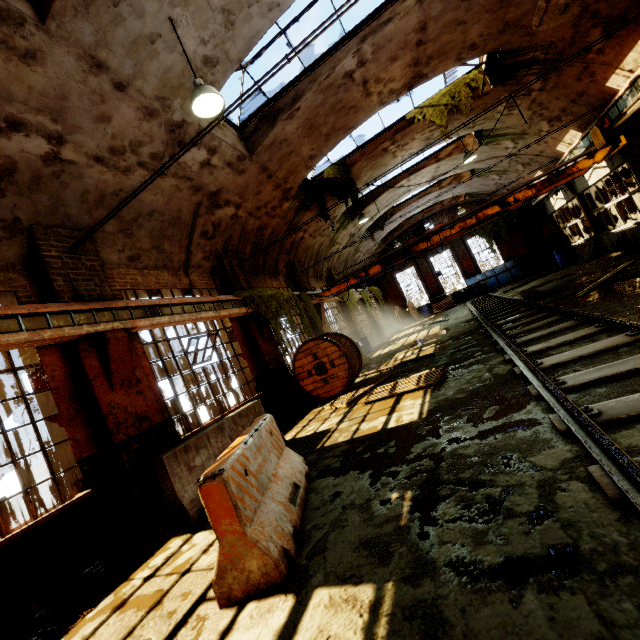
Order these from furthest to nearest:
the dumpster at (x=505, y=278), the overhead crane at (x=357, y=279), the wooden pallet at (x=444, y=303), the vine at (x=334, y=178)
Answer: the wooden pallet at (x=444, y=303) < the dumpster at (x=505, y=278) < the vine at (x=334, y=178) < the overhead crane at (x=357, y=279)

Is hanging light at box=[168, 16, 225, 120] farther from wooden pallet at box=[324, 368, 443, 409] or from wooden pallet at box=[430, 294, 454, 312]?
wooden pallet at box=[430, 294, 454, 312]

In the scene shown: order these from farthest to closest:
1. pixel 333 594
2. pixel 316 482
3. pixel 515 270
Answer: pixel 515 270
pixel 316 482
pixel 333 594

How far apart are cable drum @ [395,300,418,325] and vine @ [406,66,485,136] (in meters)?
16.77

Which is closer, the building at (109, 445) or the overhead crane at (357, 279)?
the building at (109, 445)

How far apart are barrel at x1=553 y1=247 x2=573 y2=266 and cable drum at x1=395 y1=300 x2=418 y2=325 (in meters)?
10.60

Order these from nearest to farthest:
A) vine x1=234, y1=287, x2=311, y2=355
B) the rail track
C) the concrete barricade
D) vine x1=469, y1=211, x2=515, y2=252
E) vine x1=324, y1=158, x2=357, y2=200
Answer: the rail track
the concrete barricade
vine x1=234, y1=287, x2=311, y2=355
vine x1=324, y1=158, x2=357, y2=200
vine x1=469, y1=211, x2=515, y2=252

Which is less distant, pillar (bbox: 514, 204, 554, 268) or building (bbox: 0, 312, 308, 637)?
building (bbox: 0, 312, 308, 637)
